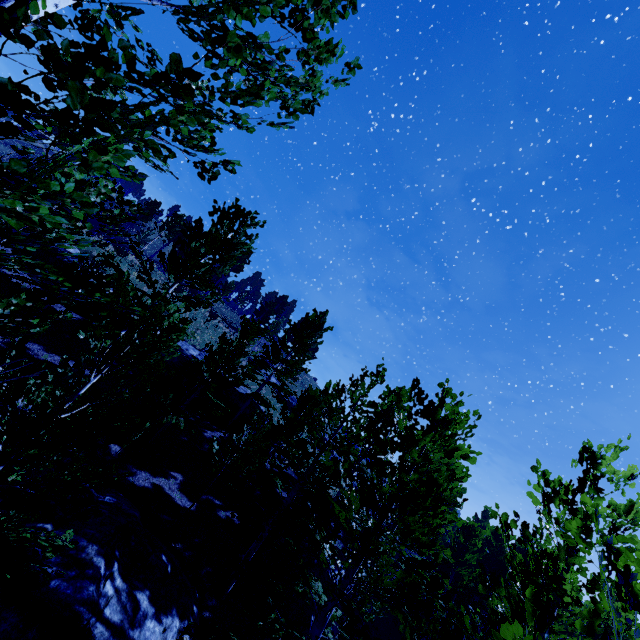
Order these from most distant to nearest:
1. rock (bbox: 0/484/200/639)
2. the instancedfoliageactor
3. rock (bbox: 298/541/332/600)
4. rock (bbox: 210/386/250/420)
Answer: rock (bbox: 210/386/250/420) < rock (bbox: 298/541/332/600) < rock (bbox: 0/484/200/639) < the instancedfoliageactor

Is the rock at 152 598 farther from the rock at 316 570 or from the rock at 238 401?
the rock at 238 401

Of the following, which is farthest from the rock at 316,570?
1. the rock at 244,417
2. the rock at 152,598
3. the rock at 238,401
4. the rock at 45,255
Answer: the rock at 45,255

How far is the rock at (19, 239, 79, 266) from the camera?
18.1m

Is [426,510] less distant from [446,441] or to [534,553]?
[446,441]

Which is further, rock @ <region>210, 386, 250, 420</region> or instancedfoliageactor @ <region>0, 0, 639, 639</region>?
rock @ <region>210, 386, 250, 420</region>

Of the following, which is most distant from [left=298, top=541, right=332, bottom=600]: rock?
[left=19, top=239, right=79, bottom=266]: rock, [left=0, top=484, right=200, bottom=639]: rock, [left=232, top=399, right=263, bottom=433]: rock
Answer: [left=19, top=239, right=79, bottom=266]: rock

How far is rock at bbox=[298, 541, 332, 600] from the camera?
14.1 meters
